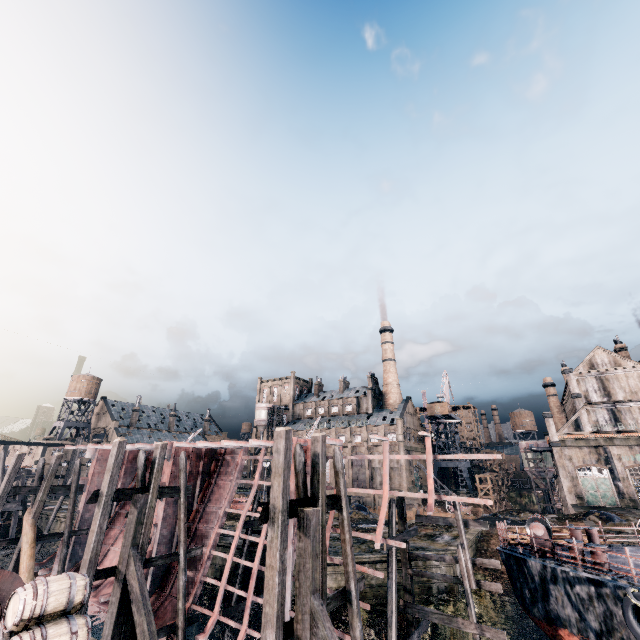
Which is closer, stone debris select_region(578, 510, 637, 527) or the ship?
the ship

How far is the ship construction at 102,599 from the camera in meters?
18.6

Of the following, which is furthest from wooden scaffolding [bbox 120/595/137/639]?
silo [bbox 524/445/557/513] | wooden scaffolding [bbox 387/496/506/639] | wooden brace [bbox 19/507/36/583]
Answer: silo [bbox 524/445/557/513]

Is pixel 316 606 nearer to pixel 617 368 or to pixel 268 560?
pixel 268 560

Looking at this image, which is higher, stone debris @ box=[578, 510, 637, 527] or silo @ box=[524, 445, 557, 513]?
silo @ box=[524, 445, 557, 513]

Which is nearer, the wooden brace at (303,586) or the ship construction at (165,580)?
the wooden brace at (303,586)

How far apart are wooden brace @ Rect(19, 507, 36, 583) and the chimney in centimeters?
7619cm

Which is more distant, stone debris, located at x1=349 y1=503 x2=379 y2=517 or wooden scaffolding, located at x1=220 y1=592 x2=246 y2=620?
stone debris, located at x1=349 y1=503 x2=379 y2=517
